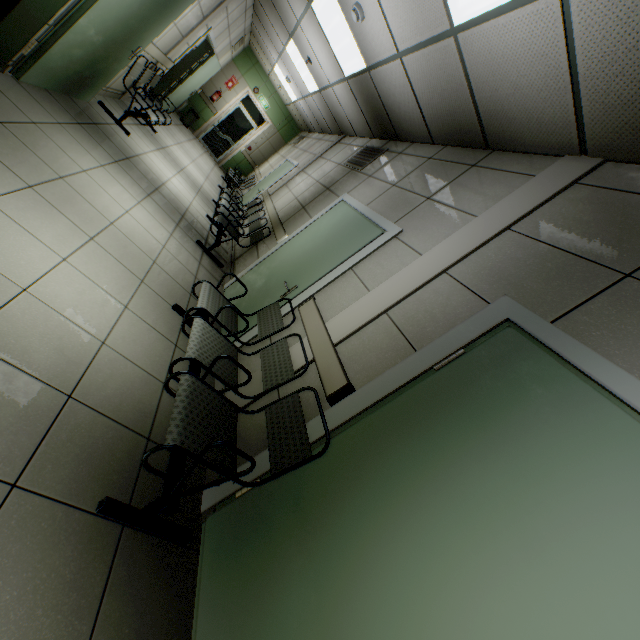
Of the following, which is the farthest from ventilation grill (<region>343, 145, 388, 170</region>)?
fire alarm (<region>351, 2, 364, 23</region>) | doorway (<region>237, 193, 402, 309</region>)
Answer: fire alarm (<region>351, 2, 364, 23</region>)

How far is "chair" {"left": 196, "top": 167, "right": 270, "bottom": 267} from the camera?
4.9 meters

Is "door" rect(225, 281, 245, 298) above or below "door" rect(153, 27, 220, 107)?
below

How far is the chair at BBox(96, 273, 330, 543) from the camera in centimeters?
153cm

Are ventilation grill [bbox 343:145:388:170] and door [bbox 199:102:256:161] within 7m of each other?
no

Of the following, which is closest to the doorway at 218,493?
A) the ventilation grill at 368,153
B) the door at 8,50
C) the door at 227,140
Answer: the door at 8,50

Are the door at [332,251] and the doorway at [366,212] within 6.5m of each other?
yes

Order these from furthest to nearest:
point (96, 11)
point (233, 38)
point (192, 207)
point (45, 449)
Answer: point (233, 38)
point (192, 207)
point (96, 11)
point (45, 449)
